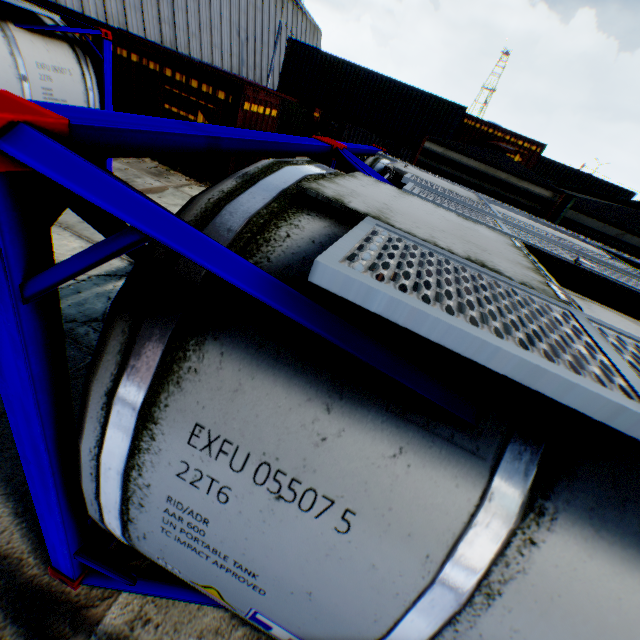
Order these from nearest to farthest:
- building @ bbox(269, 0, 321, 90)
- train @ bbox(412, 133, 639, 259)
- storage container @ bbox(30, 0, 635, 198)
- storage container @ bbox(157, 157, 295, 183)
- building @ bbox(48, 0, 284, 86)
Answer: train @ bbox(412, 133, 639, 259), storage container @ bbox(30, 0, 635, 198), storage container @ bbox(157, 157, 295, 183), building @ bbox(48, 0, 284, 86), building @ bbox(269, 0, 321, 90)

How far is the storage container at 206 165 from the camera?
9.9m

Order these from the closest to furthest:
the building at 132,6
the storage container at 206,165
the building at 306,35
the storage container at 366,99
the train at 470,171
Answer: the train at 470,171 → the storage container at 366,99 → the storage container at 206,165 → the building at 132,6 → the building at 306,35

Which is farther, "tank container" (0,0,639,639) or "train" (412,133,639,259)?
"train" (412,133,639,259)

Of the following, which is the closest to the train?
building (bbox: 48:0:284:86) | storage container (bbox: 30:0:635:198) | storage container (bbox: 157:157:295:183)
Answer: storage container (bbox: 30:0:635:198)

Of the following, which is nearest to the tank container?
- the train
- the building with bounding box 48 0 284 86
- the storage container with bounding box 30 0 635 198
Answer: the train

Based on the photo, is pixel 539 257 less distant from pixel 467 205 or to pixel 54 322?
pixel 467 205

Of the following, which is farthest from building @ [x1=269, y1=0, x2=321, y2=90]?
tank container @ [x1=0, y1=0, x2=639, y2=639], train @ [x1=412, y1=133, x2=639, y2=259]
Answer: train @ [x1=412, y1=133, x2=639, y2=259]
